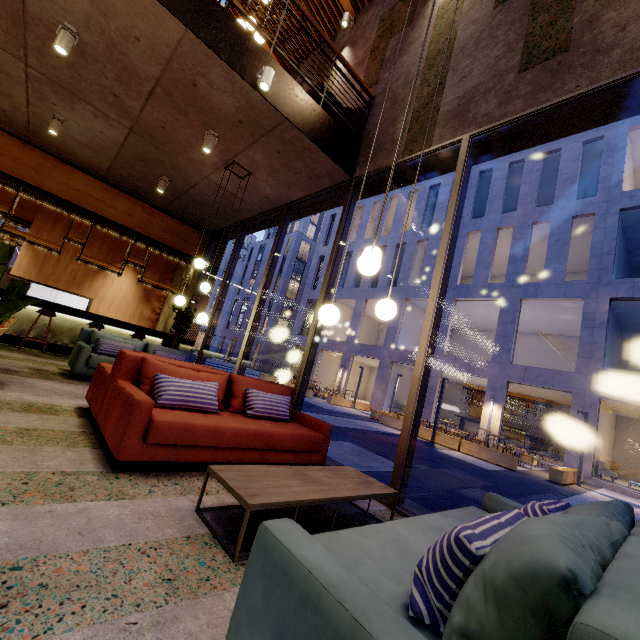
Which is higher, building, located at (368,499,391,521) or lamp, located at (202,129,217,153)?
lamp, located at (202,129,217,153)

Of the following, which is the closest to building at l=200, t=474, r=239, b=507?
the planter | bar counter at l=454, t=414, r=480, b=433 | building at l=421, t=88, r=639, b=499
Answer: the planter

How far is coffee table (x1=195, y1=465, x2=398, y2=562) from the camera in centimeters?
197cm

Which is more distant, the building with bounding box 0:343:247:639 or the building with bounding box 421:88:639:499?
the building with bounding box 421:88:639:499

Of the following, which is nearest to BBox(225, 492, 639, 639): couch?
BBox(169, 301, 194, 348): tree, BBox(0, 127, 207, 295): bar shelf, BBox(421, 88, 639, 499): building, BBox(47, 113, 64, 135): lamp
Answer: BBox(169, 301, 194, 348): tree

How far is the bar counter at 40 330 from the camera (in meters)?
7.81

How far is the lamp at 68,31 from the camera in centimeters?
404cm

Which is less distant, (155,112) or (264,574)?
(264,574)
